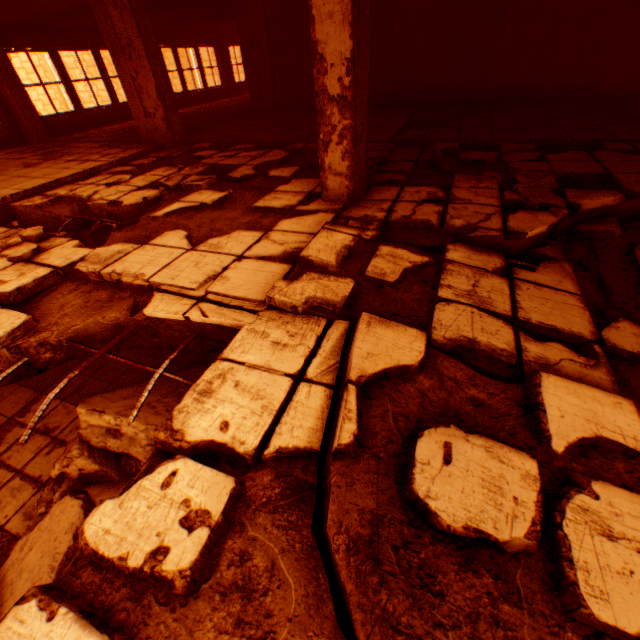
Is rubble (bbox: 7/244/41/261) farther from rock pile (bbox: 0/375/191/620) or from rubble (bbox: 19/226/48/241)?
rock pile (bbox: 0/375/191/620)

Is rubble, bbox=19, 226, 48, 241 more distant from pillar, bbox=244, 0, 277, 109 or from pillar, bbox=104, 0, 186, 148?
pillar, bbox=244, 0, 277, 109

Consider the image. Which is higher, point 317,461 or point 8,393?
point 317,461

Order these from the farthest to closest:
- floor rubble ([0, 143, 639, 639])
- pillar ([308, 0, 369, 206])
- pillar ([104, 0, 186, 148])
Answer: pillar ([104, 0, 186, 148]), pillar ([308, 0, 369, 206]), floor rubble ([0, 143, 639, 639])

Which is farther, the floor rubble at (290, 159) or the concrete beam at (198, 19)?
the concrete beam at (198, 19)

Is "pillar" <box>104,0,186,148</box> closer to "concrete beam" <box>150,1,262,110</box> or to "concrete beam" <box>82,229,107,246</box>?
"concrete beam" <box>82,229,107,246</box>

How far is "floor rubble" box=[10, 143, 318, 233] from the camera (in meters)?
4.60

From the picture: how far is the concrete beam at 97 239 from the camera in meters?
10.3
